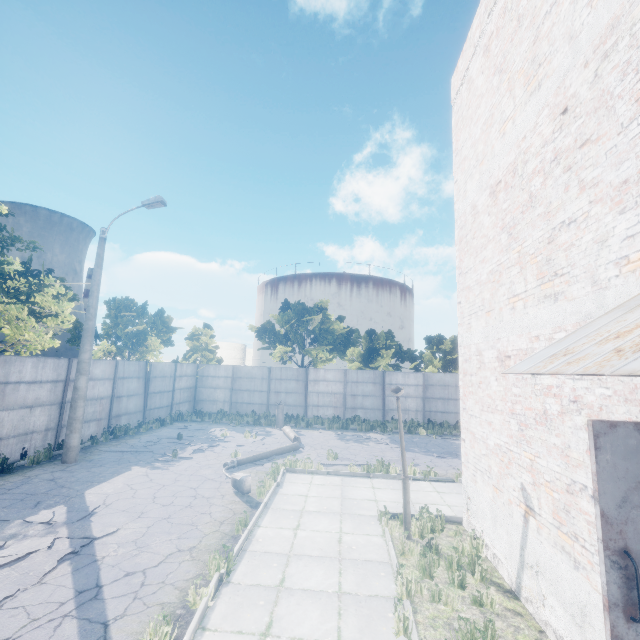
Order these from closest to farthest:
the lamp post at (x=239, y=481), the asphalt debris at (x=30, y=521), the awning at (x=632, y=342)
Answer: the awning at (x=632, y=342) → the asphalt debris at (x=30, y=521) → the lamp post at (x=239, y=481)

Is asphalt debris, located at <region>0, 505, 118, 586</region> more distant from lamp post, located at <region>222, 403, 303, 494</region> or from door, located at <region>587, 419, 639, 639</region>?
door, located at <region>587, 419, 639, 639</region>

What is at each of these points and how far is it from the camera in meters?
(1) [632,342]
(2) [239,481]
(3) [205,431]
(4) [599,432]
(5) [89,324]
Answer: (1) awning, 1.9
(2) lamp post, 9.0
(3) asphalt debris, 17.7
(4) door, 2.4
(5) lamp post, 12.2

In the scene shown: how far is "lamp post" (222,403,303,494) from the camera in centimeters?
905cm

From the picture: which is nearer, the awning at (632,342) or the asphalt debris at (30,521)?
the awning at (632,342)

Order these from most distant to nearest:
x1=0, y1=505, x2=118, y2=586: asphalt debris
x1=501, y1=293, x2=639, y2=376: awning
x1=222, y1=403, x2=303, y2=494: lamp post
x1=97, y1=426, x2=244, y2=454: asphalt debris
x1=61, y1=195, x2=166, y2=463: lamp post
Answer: x1=97, y1=426, x2=244, y2=454: asphalt debris → x1=61, y1=195, x2=166, y2=463: lamp post → x1=222, y1=403, x2=303, y2=494: lamp post → x1=0, y1=505, x2=118, y2=586: asphalt debris → x1=501, y1=293, x2=639, y2=376: awning

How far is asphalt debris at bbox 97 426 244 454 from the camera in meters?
13.4

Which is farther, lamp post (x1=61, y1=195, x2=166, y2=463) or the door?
lamp post (x1=61, y1=195, x2=166, y2=463)
